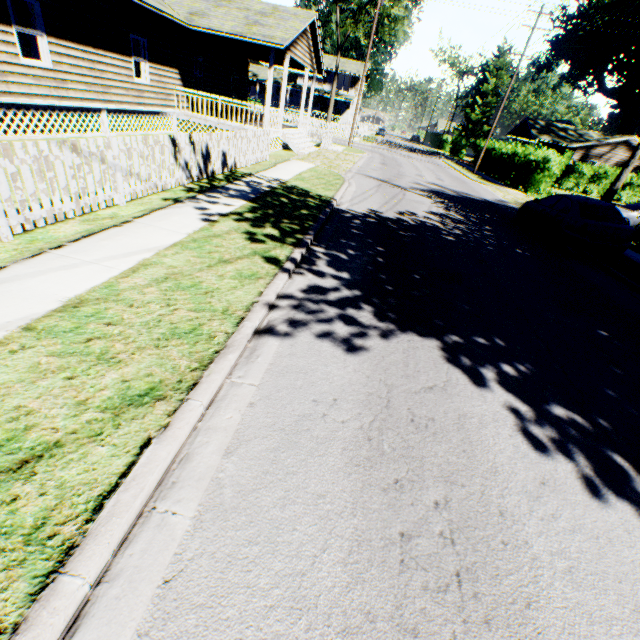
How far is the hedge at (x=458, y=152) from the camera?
50.12m

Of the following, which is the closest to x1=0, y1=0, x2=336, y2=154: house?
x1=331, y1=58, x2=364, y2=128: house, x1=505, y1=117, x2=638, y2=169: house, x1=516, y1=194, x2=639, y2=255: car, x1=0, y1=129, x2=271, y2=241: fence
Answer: x1=0, y1=129, x2=271, y2=241: fence

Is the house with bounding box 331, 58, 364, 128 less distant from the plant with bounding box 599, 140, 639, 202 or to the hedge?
the hedge

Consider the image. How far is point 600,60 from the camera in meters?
53.9

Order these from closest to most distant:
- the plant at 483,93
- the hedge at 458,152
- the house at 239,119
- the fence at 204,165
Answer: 1. the fence at 204,165
2. the house at 239,119
3. the hedge at 458,152
4. the plant at 483,93

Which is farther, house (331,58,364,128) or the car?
house (331,58,364,128)

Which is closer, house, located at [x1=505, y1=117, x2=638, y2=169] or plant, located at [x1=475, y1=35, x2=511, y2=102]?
house, located at [x1=505, y1=117, x2=638, y2=169]
